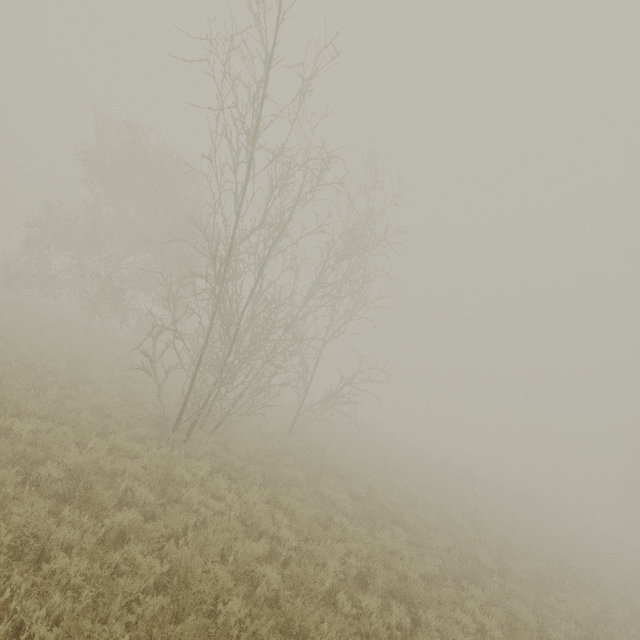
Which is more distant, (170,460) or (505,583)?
(505,583)
